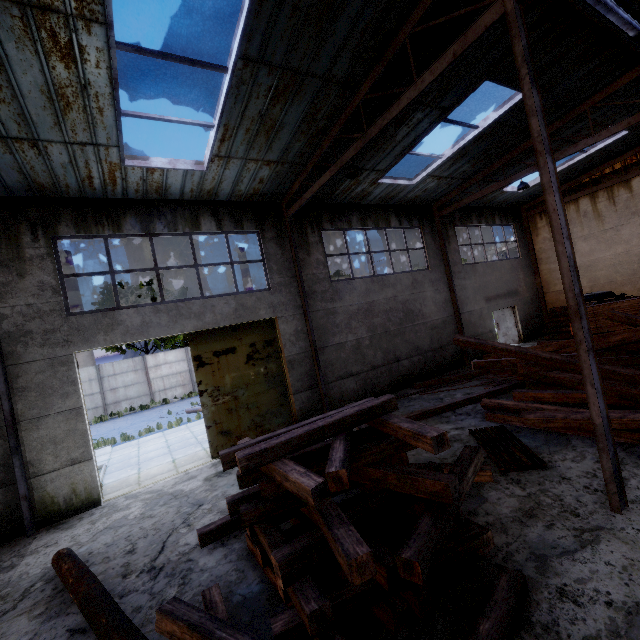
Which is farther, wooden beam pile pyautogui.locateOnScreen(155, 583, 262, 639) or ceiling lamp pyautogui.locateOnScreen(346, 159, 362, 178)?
ceiling lamp pyautogui.locateOnScreen(346, 159, 362, 178)

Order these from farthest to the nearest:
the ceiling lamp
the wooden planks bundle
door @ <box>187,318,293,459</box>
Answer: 1. the wooden planks bundle
2. door @ <box>187,318,293,459</box>
3. the ceiling lamp

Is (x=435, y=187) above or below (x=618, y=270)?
above

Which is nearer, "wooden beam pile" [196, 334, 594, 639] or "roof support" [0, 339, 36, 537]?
"wooden beam pile" [196, 334, 594, 639]

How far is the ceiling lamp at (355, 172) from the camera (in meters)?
7.79

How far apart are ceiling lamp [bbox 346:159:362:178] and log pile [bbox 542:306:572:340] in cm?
1498

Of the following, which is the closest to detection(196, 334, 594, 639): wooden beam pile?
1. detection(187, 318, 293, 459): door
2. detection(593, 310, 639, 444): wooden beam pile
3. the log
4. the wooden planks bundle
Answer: the log

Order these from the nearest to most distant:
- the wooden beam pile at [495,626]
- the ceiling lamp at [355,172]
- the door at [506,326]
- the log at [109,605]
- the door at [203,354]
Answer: the wooden beam pile at [495,626], the log at [109,605], the ceiling lamp at [355,172], the door at [203,354], the door at [506,326]
